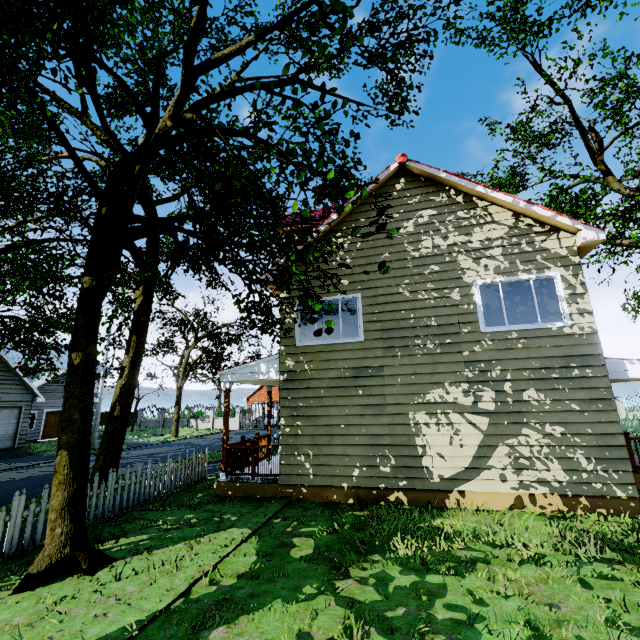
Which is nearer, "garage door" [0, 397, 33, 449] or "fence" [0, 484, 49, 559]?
"fence" [0, 484, 49, 559]

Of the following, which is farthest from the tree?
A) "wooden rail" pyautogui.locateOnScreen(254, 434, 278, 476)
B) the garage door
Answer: "wooden rail" pyautogui.locateOnScreen(254, 434, 278, 476)

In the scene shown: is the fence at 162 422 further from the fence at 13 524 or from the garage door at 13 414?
the fence at 13 524

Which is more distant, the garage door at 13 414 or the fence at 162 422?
the fence at 162 422

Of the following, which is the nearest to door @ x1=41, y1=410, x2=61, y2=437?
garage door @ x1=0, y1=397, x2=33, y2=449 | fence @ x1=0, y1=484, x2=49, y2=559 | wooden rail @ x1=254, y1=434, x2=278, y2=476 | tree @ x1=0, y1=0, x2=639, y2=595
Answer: tree @ x1=0, y1=0, x2=639, y2=595

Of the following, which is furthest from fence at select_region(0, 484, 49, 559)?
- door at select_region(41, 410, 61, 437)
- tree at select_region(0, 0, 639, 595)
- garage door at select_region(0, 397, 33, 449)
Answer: door at select_region(41, 410, 61, 437)

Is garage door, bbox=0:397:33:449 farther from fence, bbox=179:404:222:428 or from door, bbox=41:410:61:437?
fence, bbox=179:404:222:428

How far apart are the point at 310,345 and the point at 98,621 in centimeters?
663cm
